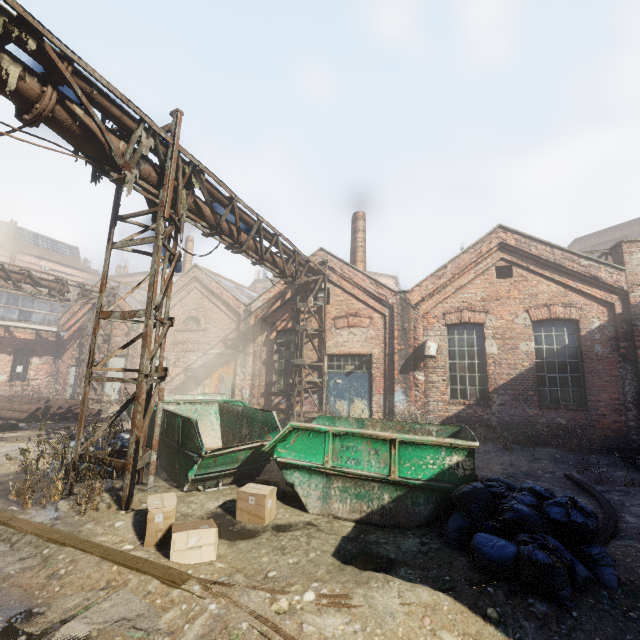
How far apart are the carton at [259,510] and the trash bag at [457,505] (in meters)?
2.51

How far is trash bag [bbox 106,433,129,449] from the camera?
7.01m

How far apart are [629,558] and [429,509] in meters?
2.4

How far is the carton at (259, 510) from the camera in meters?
4.8 m

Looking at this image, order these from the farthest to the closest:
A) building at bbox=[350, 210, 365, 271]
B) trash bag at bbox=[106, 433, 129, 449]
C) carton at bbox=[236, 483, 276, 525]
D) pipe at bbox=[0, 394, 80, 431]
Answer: building at bbox=[350, 210, 365, 271] → pipe at bbox=[0, 394, 80, 431] → trash bag at bbox=[106, 433, 129, 449] → carton at bbox=[236, 483, 276, 525]

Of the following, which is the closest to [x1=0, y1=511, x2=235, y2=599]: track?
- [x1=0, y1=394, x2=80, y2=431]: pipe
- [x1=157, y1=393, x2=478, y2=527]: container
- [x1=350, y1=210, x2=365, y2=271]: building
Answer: [x1=157, y1=393, x2=478, y2=527]: container

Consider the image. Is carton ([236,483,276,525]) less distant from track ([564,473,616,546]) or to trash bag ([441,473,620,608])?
track ([564,473,616,546])

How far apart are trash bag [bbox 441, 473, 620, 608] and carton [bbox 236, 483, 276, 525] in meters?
2.5 m
